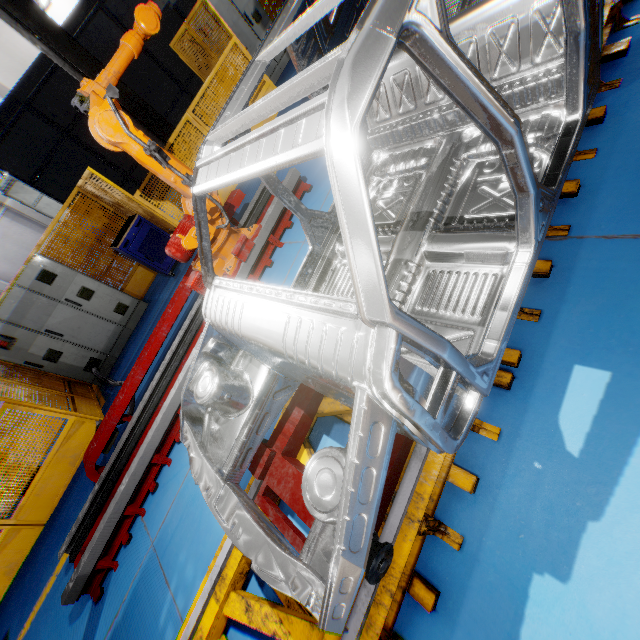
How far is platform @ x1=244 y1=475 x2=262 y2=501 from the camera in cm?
262

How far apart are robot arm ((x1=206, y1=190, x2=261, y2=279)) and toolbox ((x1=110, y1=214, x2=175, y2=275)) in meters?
2.6 m

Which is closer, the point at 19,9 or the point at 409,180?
the point at 409,180

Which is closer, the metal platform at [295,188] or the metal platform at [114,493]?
the metal platform at [114,493]

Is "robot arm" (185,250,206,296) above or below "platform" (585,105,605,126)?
above

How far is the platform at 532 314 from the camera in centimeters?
206cm

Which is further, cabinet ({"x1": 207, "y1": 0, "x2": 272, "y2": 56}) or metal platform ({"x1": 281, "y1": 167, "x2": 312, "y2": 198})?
cabinet ({"x1": 207, "y1": 0, "x2": 272, "y2": 56})
